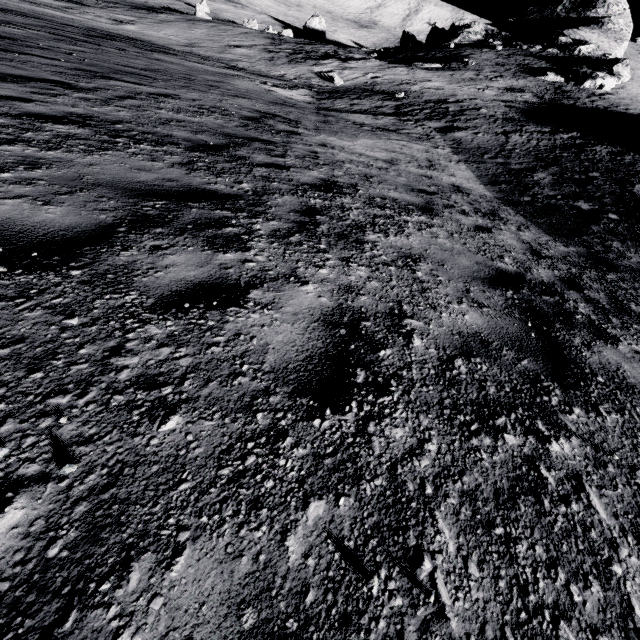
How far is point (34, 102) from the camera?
5.07m
